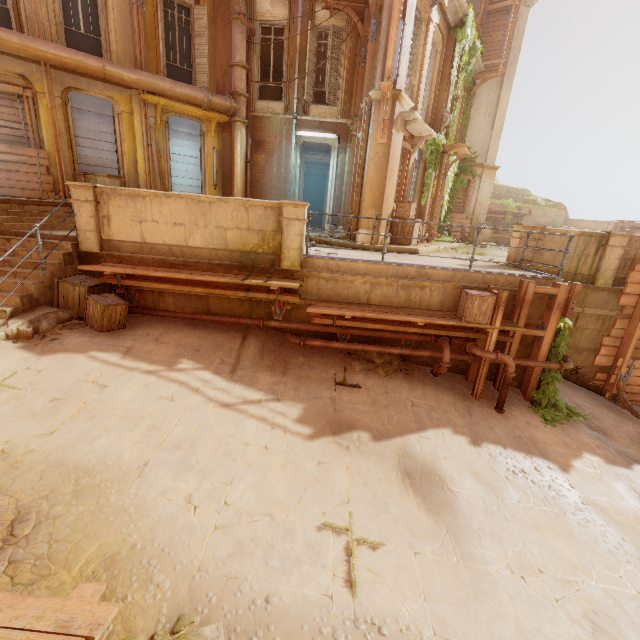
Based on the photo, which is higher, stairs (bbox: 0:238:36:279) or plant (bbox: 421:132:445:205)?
plant (bbox: 421:132:445:205)

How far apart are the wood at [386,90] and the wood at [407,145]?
1.2 meters

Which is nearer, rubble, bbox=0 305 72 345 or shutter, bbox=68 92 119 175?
rubble, bbox=0 305 72 345

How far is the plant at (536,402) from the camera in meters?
7.5

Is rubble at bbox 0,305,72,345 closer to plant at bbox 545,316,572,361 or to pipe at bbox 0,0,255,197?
pipe at bbox 0,0,255,197

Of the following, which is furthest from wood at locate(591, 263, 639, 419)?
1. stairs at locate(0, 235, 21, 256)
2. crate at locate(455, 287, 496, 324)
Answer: stairs at locate(0, 235, 21, 256)

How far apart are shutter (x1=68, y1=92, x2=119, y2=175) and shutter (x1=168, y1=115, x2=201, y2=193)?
1.7 meters

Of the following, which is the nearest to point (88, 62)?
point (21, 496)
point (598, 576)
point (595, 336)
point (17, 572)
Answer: point (21, 496)
